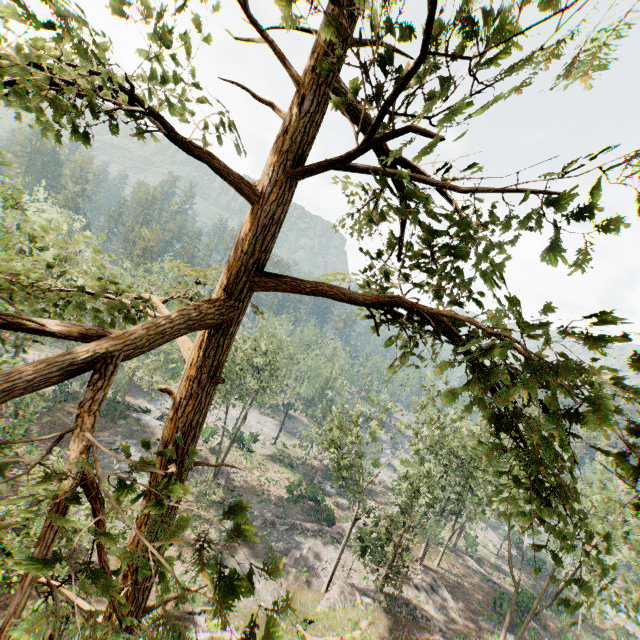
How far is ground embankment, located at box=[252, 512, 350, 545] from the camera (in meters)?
33.84

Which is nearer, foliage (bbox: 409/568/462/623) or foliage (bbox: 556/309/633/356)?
foliage (bbox: 556/309/633/356)

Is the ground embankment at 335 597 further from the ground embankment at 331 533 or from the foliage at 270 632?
the ground embankment at 331 533

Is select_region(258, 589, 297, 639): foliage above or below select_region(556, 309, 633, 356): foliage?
below

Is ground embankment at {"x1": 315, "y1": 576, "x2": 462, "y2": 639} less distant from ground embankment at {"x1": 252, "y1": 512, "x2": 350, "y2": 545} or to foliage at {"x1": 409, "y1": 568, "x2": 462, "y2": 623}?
foliage at {"x1": 409, "y1": 568, "x2": 462, "y2": 623}

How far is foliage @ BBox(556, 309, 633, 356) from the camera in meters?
2.1 m

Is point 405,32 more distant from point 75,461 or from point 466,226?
point 75,461
